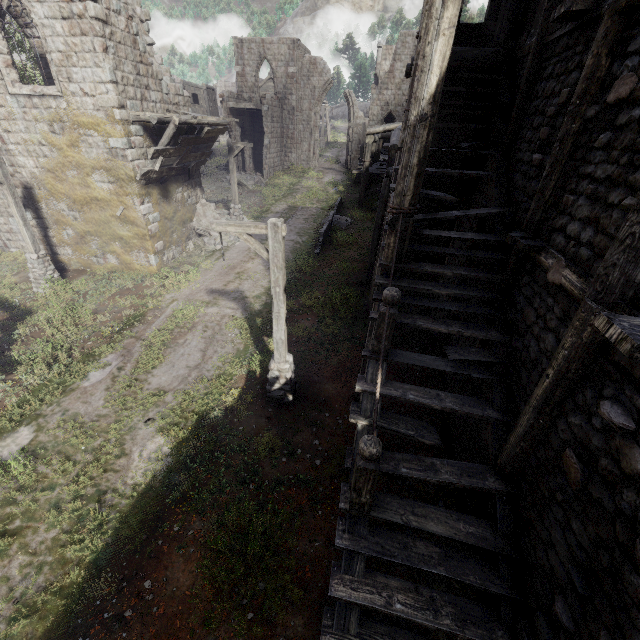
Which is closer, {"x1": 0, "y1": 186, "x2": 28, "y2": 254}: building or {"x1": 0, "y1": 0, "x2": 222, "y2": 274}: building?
{"x1": 0, "y1": 0, "x2": 222, "y2": 274}: building

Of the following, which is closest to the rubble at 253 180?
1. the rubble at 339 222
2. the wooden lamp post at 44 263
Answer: the rubble at 339 222

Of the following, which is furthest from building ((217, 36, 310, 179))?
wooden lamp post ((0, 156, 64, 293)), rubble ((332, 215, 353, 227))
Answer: rubble ((332, 215, 353, 227))

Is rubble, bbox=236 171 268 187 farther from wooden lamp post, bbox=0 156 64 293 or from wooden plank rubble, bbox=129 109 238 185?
wooden lamp post, bbox=0 156 64 293

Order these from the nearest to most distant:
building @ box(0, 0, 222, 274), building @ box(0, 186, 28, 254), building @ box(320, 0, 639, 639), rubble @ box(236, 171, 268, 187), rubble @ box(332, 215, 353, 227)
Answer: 1. building @ box(320, 0, 639, 639)
2. building @ box(0, 0, 222, 274)
3. building @ box(0, 186, 28, 254)
4. rubble @ box(332, 215, 353, 227)
5. rubble @ box(236, 171, 268, 187)

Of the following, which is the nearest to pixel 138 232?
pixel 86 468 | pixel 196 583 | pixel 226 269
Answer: pixel 226 269

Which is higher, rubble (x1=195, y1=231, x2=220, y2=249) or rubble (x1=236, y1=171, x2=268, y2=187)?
rubble (x1=236, y1=171, x2=268, y2=187)

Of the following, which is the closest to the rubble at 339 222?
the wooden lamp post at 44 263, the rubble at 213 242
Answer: the rubble at 213 242
